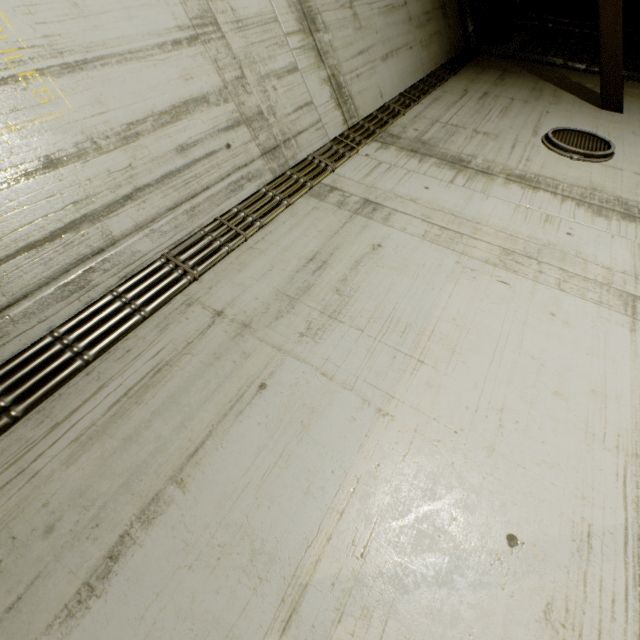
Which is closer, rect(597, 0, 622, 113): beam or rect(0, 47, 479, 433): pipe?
rect(0, 47, 479, 433): pipe

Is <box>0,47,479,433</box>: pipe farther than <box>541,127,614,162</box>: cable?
No

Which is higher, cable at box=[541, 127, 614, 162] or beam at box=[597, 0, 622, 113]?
beam at box=[597, 0, 622, 113]

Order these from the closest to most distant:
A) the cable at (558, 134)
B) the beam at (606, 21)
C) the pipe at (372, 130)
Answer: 1. the pipe at (372, 130)
2. the cable at (558, 134)
3. the beam at (606, 21)

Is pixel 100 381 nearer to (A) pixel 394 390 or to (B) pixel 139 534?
(B) pixel 139 534

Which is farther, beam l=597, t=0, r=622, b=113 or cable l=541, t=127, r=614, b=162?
beam l=597, t=0, r=622, b=113

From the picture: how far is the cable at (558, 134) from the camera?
3.9m

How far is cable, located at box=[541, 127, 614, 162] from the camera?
3.86m
